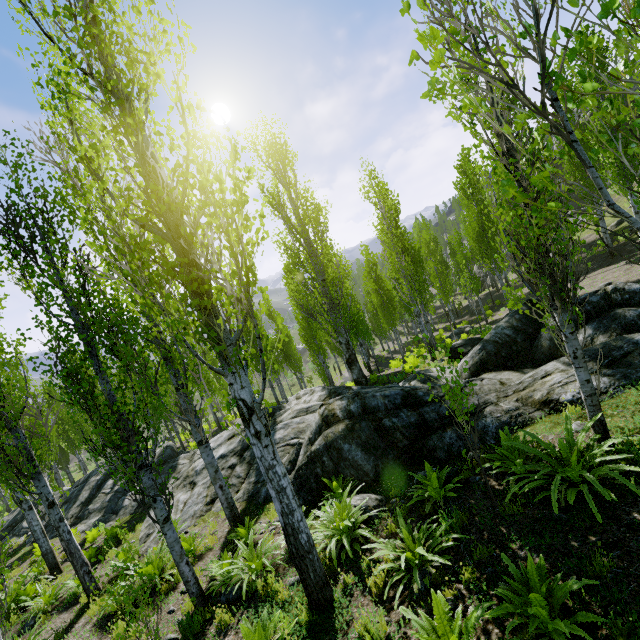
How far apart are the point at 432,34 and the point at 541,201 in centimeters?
370cm

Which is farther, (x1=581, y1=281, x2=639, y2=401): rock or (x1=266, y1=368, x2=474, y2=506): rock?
(x1=266, y1=368, x2=474, y2=506): rock

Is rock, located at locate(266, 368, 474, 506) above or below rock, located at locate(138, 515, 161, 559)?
above

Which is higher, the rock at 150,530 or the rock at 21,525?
the rock at 150,530

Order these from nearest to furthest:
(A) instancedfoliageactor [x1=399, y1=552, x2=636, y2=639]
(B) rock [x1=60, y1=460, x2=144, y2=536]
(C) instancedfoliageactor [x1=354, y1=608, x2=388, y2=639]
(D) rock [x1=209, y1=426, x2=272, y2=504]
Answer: (A) instancedfoliageactor [x1=399, y1=552, x2=636, y2=639] → (C) instancedfoliageactor [x1=354, y1=608, x2=388, y2=639] → (D) rock [x1=209, y1=426, x2=272, y2=504] → (B) rock [x1=60, y1=460, x2=144, y2=536]

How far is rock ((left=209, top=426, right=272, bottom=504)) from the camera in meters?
10.1 m

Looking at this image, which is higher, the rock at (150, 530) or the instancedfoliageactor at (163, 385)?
the instancedfoliageactor at (163, 385)

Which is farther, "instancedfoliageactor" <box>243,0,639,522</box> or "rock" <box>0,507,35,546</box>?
"rock" <box>0,507,35,546</box>
